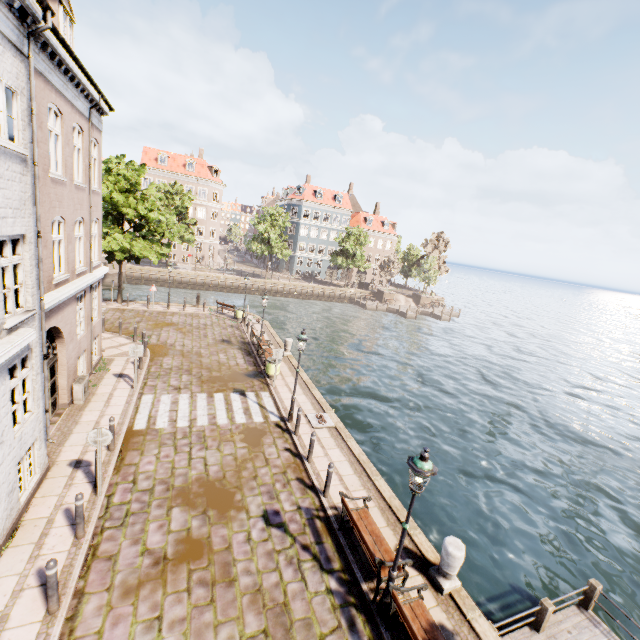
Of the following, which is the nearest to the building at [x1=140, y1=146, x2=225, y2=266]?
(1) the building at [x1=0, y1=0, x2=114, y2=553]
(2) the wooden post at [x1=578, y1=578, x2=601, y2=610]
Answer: (1) the building at [x1=0, y1=0, x2=114, y2=553]

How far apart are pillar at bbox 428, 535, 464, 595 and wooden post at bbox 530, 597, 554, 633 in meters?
2.8 m

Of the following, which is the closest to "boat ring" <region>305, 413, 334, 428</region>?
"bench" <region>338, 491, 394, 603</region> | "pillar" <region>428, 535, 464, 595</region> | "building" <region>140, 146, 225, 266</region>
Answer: "bench" <region>338, 491, 394, 603</region>

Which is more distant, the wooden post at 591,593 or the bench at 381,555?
the wooden post at 591,593

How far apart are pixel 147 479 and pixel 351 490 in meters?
5.9

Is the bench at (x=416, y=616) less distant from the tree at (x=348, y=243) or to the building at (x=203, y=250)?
the tree at (x=348, y=243)

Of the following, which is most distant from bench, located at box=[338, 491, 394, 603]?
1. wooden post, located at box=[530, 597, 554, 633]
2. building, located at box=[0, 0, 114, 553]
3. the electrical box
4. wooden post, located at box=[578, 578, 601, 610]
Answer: the electrical box

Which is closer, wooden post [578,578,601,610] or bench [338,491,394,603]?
bench [338,491,394,603]
